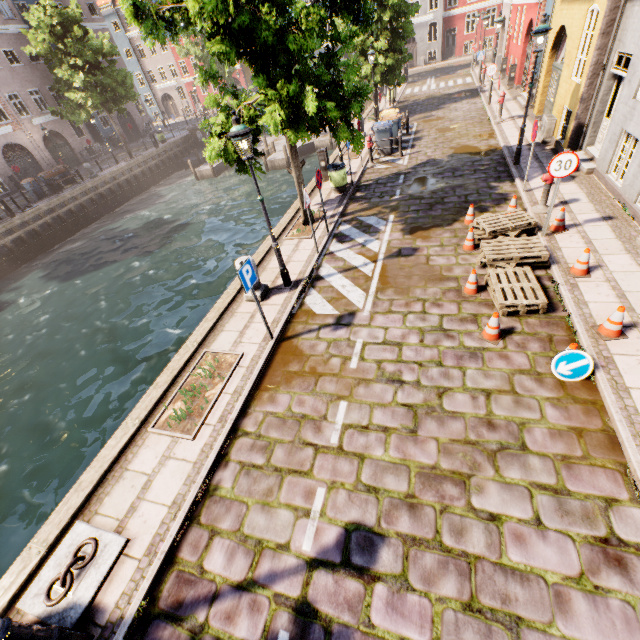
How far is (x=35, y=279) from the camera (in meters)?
18.52

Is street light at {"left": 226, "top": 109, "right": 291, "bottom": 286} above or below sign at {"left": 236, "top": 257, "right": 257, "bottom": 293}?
above

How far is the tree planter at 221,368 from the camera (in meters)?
5.70

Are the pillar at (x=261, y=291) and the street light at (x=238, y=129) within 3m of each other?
yes

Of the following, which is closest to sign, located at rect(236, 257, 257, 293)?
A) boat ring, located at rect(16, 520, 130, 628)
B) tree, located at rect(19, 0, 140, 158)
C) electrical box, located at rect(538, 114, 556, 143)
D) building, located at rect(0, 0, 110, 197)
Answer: tree, located at rect(19, 0, 140, 158)

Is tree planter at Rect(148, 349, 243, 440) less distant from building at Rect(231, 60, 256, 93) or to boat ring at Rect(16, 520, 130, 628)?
boat ring at Rect(16, 520, 130, 628)

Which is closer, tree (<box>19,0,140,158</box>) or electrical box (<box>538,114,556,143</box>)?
electrical box (<box>538,114,556,143</box>)

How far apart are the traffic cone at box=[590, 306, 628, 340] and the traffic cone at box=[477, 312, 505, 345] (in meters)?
1.40
